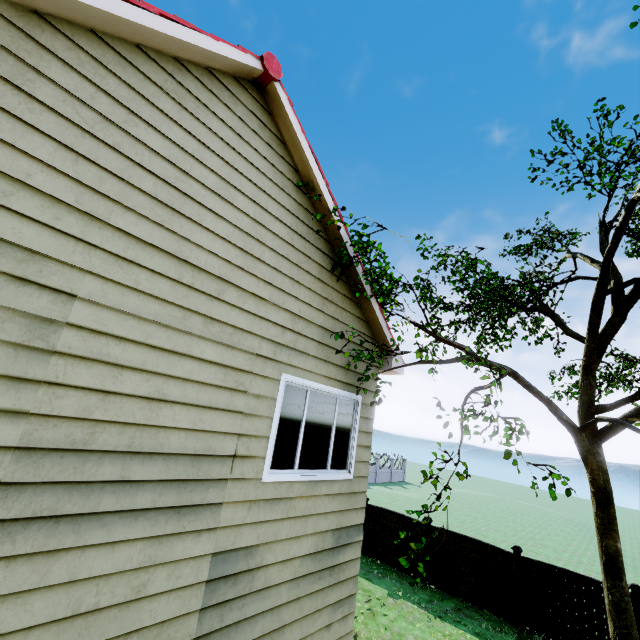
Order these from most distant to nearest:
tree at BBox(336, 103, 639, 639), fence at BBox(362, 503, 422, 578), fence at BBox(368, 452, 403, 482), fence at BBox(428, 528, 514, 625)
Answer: fence at BBox(368, 452, 403, 482) → fence at BBox(362, 503, 422, 578) → fence at BBox(428, 528, 514, 625) → tree at BBox(336, 103, 639, 639)

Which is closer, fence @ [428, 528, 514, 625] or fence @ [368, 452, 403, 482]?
fence @ [428, 528, 514, 625]

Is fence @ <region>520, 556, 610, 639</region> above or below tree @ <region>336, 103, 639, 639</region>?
below

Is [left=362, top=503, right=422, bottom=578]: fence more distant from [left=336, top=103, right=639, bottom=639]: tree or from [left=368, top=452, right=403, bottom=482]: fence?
[left=336, top=103, right=639, bottom=639]: tree

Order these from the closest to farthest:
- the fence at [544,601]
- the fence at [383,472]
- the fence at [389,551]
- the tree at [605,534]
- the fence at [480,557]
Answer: the tree at [605,534]
the fence at [544,601]
the fence at [480,557]
the fence at [389,551]
the fence at [383,472]

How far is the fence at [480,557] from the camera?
9.99m

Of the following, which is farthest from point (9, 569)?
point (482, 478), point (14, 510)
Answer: point (482, 478)
